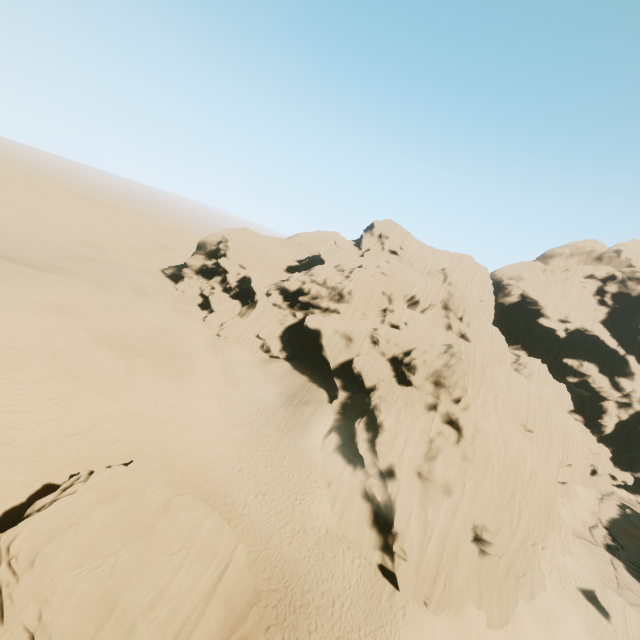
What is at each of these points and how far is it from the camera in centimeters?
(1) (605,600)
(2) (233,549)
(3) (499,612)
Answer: (1) rock, 2808cm
(2) rock, 1449cm
(3) rock, 2111cm

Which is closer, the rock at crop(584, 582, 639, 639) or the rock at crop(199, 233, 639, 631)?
the rock at crop(199, 233, 639, 631)

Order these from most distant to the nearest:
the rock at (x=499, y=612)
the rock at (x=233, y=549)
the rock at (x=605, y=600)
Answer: the rock at (x=605, y=600), the rock at (x=499, y=612), the rock at (x=233, y=549)

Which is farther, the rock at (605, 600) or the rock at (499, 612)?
the rock at (605, 600)

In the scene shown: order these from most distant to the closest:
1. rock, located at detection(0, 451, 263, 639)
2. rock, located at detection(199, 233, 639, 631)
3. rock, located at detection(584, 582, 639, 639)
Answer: rock, located at detection(584, 582, 639, 639)
rock, located at detection(199, 233, 639, 631)
rock, located at detection(0, 451, 263, 639)

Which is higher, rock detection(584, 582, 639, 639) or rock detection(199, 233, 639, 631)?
rock detection(199, 233, 639, 631)

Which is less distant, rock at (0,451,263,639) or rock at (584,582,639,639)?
rock at (0,451,263,639)
